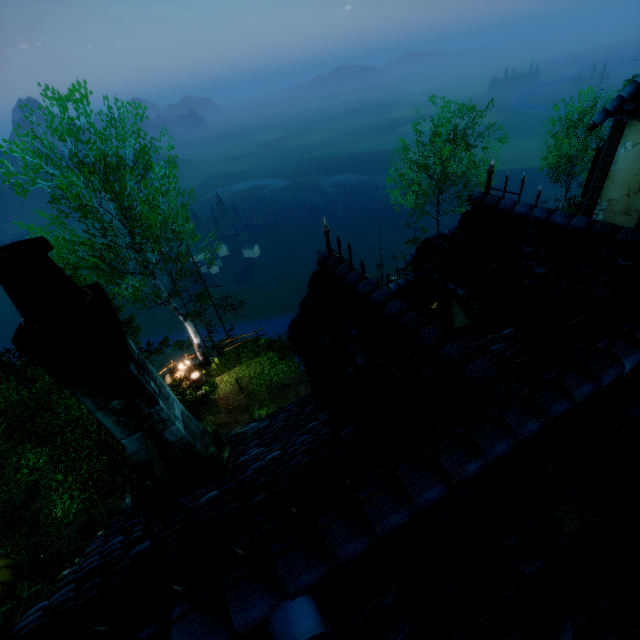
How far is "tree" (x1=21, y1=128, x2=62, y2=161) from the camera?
11.2 meters

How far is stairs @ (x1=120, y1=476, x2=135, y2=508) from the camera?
9.48m

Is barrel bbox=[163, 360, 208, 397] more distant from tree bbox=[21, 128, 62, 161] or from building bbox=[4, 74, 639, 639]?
tree bbox=[21, 128, 62, 161]

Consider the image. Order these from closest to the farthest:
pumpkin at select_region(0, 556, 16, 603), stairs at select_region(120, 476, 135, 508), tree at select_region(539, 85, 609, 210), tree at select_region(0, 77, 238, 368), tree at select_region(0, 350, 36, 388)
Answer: pumpkin at select_region(0, 556, 16, 603)
stairs at select_region(120, 476, 135, 508)
tree at select_region(0, 77, 238, 368)
tree at select_region(0, 350, 36, 388)
tree at select_region(539, 85, 609, 210)

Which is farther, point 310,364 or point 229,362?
point 229,362

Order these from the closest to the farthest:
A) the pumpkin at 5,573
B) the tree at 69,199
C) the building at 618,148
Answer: the building at 618,148 → the pumpkin at 5,573 → the tree at 69,199

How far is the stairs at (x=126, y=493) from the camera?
9.5 meters

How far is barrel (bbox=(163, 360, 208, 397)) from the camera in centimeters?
1633cm
